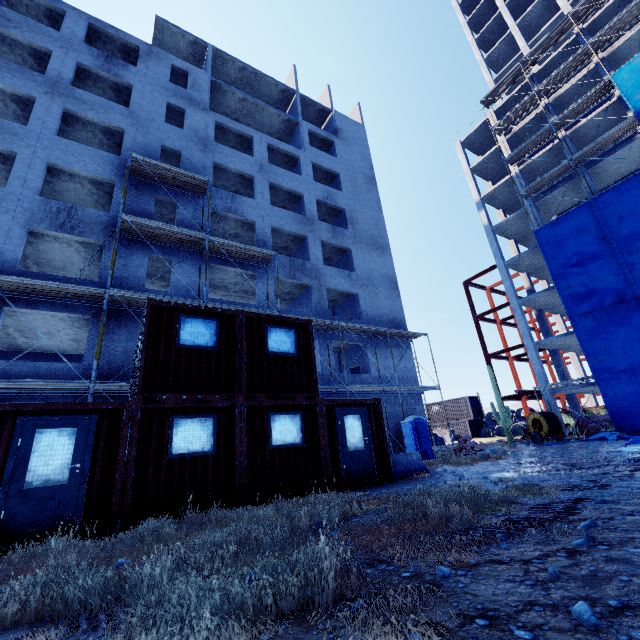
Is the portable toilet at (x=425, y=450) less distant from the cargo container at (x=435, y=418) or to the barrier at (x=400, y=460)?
the barrier at (x=400, y=460)

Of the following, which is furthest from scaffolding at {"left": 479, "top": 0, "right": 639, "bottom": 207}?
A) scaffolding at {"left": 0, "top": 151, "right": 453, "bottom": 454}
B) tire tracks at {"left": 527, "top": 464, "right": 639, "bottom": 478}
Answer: tire tracks at {"left": 527, "top": 464, "right": 639, "bottom": 478}

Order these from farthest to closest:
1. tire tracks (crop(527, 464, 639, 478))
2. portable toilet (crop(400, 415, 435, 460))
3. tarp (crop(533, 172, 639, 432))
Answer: tarp (crop(533, 172, 639, 432))
portable toilet (crop(400, 415, 435, 460))
tire tracks (crop(527, 464, 639, 478))

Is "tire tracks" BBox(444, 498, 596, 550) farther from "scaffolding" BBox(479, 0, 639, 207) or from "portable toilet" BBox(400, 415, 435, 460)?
"scaffolding" BBox(479, 0, 639, 207)

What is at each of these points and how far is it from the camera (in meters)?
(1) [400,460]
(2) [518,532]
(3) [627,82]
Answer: (1) barrier, 11.06
(2) tire tracks, 3.84
(3) tarp, 22.19

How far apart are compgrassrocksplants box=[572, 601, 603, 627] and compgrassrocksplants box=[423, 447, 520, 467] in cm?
1465

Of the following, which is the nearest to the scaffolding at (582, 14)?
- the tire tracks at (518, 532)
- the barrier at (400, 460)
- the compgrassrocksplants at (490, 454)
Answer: the compgrassrocksplants at (490, 454)

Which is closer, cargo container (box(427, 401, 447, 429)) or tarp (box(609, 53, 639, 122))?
tarp (box(609, 53, 639, 122))
